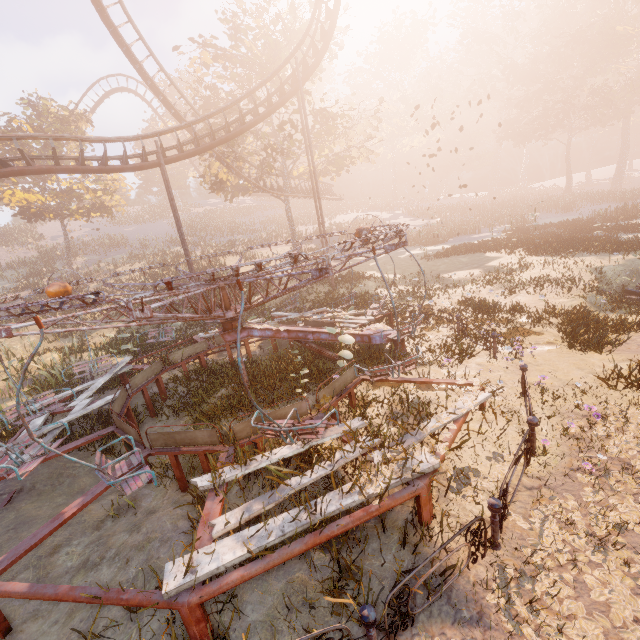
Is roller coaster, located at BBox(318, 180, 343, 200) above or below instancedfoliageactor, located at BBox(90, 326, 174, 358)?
above

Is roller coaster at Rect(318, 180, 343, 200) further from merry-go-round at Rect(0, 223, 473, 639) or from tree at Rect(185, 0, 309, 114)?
merry-go-round at Rect(0, 223, 473, 639)

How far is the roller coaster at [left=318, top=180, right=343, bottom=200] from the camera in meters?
35.5

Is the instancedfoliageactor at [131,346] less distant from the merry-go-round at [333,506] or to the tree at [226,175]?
the merry-go-round at [333,506]

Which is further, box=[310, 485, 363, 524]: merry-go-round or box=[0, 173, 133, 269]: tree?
box=[0, 173, 133, 269]: tree

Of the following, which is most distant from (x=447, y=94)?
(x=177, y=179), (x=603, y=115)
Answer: (x=177, y=179)

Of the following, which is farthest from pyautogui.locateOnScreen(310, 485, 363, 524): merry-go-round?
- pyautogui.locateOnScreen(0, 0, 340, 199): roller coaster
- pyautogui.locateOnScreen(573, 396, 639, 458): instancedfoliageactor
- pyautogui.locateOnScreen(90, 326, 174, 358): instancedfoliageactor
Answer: pyautogui.locateOnScreen(90, 326, 174, 358): instancedfoliageactor

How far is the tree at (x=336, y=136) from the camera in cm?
2369
